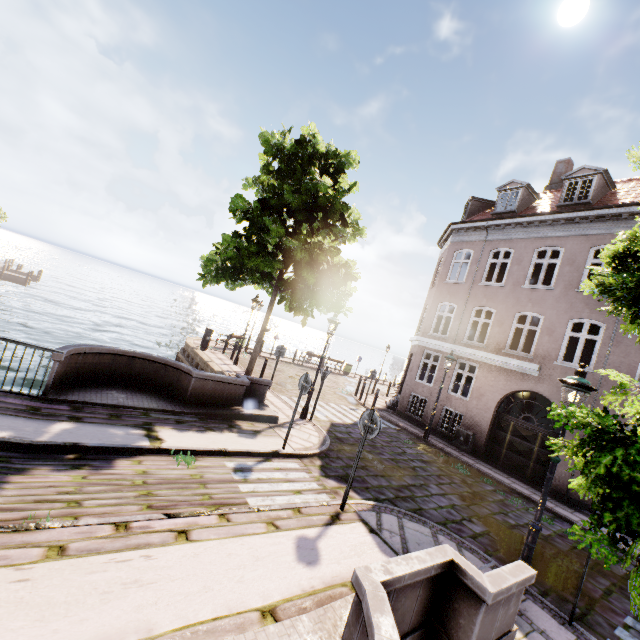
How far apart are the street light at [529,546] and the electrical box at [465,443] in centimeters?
907cm

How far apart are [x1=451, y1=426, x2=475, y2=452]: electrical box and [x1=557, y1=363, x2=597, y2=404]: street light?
9.1m

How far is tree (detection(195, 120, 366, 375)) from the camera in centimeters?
1098cm

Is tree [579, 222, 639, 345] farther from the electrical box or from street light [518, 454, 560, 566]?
the electrical box

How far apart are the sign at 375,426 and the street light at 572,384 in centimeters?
281cm

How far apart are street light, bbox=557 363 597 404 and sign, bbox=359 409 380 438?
2.81m

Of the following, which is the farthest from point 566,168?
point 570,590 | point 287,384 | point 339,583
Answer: point 339,583

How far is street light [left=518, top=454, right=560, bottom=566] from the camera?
5.27m
